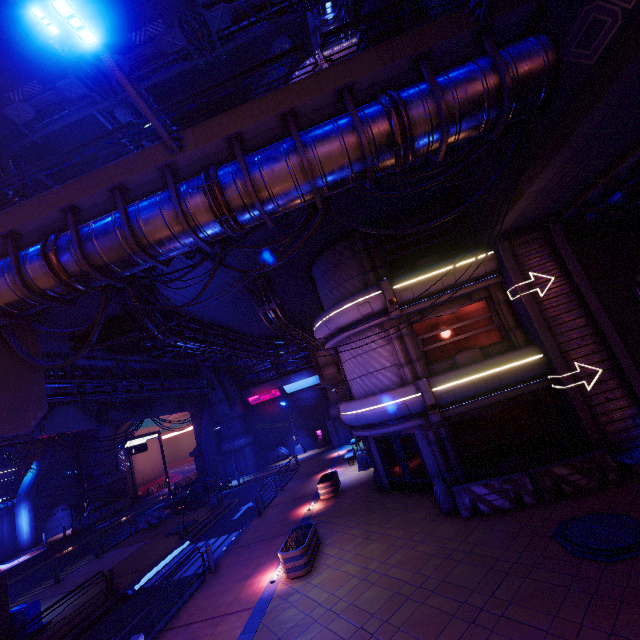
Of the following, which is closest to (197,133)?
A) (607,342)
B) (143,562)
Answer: (607,342)

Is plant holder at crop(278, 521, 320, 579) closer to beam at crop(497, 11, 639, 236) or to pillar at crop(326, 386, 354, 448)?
beam at crop(497, 11, 639, 236)

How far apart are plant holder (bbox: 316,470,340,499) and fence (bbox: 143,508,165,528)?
14.82m

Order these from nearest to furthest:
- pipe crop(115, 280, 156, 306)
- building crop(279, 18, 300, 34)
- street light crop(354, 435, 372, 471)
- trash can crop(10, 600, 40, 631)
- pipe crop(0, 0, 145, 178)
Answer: trash can crop(10, 600, 40, 631)
pipe crop(0, 0, 145, 178)
pipe crop(115, 280, 156, 306)
street light crop(354, 435, 372, 471)
building crop(279, 18, 300, 34)

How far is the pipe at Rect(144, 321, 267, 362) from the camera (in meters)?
15.29

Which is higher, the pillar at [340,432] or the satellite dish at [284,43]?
the satellite dish at [284,43]

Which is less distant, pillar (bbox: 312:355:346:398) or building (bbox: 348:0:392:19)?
building (bbox: 348:0:392:19)

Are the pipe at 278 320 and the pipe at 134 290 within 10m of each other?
yes
